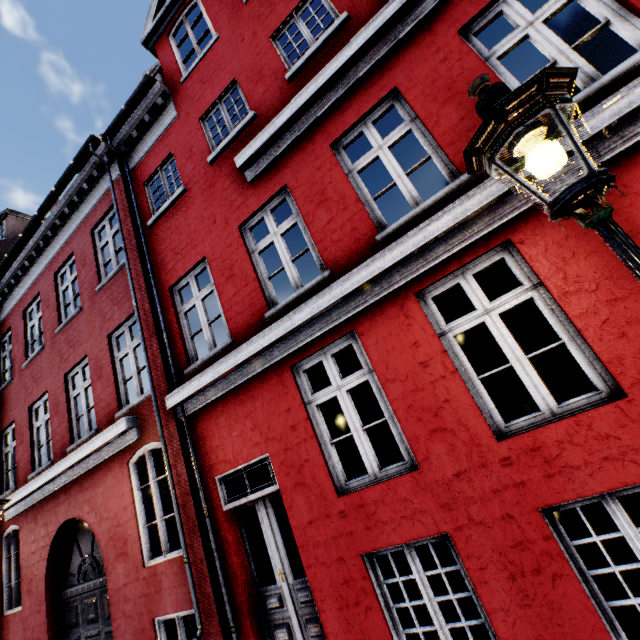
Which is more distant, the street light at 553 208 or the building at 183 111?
the building at 183 111

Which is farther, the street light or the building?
the building

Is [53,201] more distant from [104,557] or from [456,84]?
[456,84]
